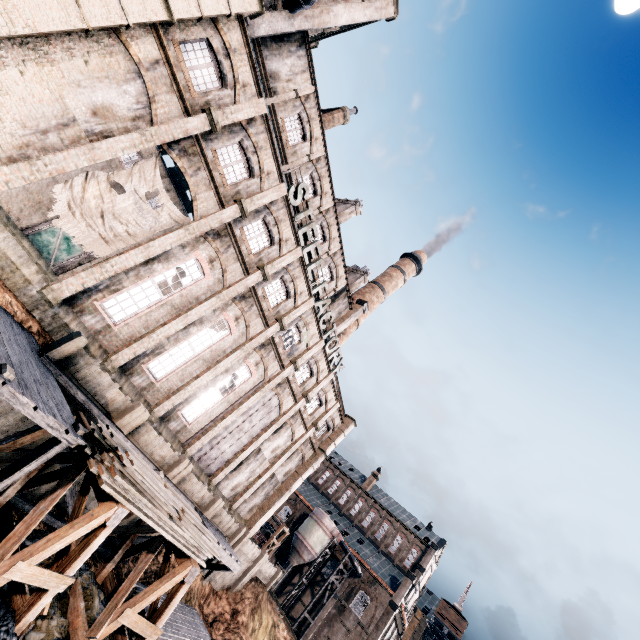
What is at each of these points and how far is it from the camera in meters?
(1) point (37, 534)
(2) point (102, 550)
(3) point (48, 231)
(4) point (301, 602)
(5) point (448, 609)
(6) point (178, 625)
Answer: (1) stone debris, 12.7 m
(2) wooden scaffolding, 16.0 m
(3) door, 28.3 m
(4) building, 47.7 m
(5) building, 58.8 m
(6) wooden scaffolding, 17.2 m

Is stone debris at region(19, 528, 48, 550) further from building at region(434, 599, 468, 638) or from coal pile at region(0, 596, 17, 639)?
building at region(434, 599, 468, 638)

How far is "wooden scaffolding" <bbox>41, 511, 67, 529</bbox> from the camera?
13.7 meters

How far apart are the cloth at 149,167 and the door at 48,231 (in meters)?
18.83

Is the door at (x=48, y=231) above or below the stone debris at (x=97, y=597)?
above

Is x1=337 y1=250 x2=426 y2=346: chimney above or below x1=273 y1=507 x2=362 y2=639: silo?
above

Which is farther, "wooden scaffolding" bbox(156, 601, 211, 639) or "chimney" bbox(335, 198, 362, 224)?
"chimney" bbox(335, 198, 362, 224)

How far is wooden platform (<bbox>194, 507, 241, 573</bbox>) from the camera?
18.77m
